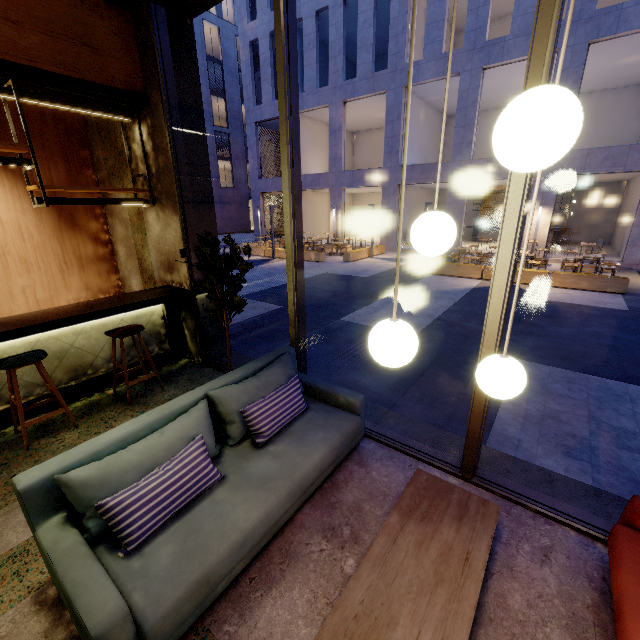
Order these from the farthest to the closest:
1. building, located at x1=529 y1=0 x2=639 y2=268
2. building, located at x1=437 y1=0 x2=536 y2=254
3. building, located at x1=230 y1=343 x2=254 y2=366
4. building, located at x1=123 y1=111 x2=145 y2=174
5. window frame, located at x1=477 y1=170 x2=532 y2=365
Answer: building, located at x1=437 y1=0 x2=536 y2=254, building, located at x1=529 y1=0 x2=639 y2=268, building, located at x1=230 y1=343 x2=254 y2=366, building, located at x1=123 y1=111 x2=145 y2=174, window frame, located at x1=477 y1=170 x2=532 y2=365

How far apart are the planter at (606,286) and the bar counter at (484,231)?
11.71m

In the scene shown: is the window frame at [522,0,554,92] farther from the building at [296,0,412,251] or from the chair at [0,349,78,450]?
the building at [296,0,412,251]

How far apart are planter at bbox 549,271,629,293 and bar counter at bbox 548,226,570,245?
11.7m

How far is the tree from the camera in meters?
3.1 m

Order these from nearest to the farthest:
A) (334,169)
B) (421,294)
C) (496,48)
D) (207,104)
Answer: (421,294) < (496,48) < (334,169) < (207,104)

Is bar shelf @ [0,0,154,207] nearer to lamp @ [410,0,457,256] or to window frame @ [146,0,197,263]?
window frame @ [146,0,197,263]

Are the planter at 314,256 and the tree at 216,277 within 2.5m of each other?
no
